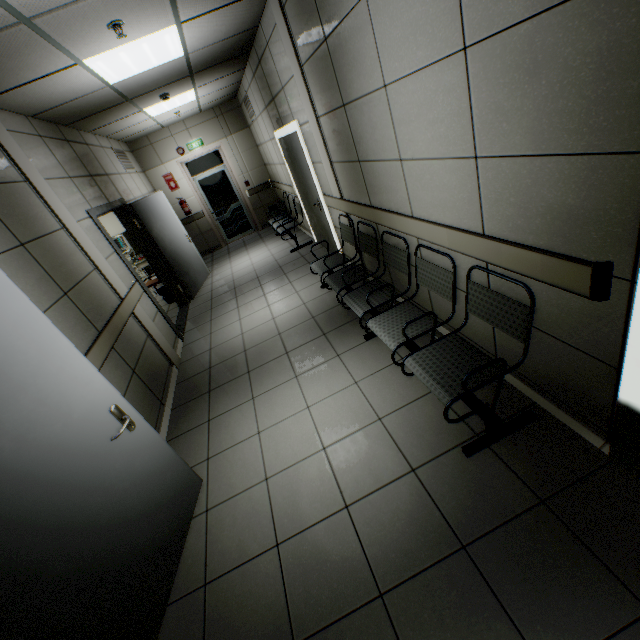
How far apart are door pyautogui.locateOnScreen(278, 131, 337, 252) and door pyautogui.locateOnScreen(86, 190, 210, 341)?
2.7m

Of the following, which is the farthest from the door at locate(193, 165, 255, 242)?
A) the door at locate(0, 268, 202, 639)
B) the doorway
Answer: the doorway

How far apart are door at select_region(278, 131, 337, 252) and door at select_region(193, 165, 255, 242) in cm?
382

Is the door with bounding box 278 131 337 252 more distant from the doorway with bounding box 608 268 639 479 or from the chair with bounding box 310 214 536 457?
the doorway with bounding box 608 268 639 479

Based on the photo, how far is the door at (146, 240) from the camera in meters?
4.7 m

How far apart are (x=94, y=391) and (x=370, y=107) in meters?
2.8

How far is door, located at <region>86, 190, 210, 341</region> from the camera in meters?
4.7

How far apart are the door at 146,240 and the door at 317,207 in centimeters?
274cm
